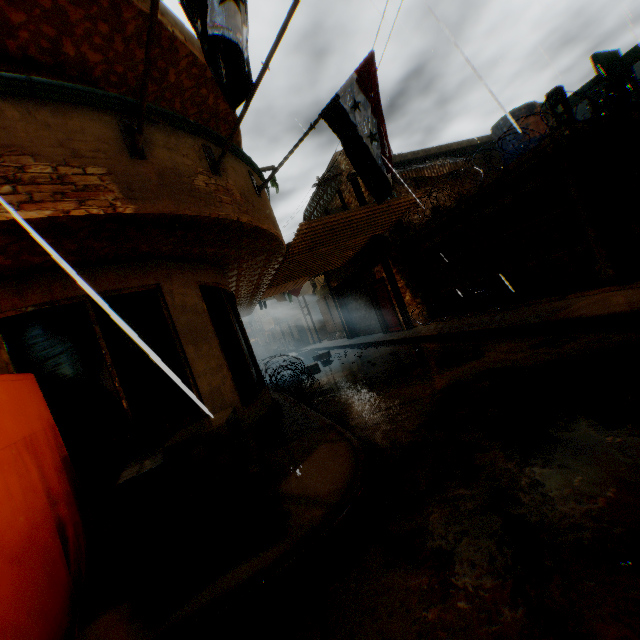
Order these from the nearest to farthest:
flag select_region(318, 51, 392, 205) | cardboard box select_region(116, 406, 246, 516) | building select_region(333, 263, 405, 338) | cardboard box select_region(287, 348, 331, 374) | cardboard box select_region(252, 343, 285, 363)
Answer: cardboard box select_region(116, 406, 246, 516) < flag select_region(318, 51, 392, 205) < cardboard box select_region(287, 348, 331, 374) < building select_region(333, 263, 405, 338) < cardboard box select_region(252, 343, 285, 363)

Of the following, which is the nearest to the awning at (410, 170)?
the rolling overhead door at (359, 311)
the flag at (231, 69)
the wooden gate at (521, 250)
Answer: the wooden gate at (521, 250)

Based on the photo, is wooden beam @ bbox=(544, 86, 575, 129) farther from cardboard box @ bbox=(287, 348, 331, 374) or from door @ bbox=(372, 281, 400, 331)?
cardboard box @ bbox=(287, 348, 331, 374)

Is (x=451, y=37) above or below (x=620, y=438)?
above

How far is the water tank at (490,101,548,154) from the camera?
11.6 meters

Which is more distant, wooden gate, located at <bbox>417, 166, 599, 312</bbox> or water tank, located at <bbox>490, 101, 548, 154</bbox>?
water tank, located at <bbox>490, 101, 548, 154</bbox>

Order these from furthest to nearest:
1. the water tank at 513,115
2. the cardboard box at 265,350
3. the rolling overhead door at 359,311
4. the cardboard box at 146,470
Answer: the rolling overhead door at 359,311 → the cardboard box at 265,350 → the water tank at 513,115 → the cardboard box at 146,470

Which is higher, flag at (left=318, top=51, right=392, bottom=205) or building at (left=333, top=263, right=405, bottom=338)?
flag at (left=318, top=51, right=392, bottom=205)
